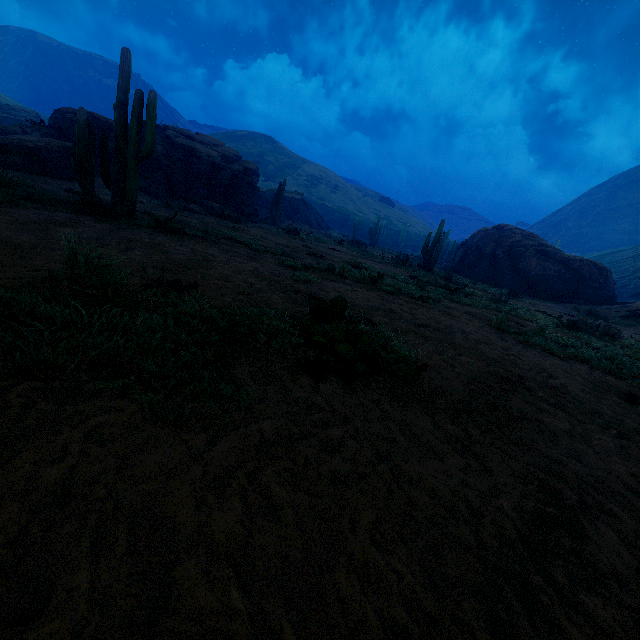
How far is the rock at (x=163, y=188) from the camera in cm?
1748

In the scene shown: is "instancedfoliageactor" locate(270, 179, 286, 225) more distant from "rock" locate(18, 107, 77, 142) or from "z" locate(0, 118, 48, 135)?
"z" locate(0, 118, 48, 135)

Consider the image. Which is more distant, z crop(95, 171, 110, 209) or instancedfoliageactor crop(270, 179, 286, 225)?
instancedfoliageactor crop(270, 179, 286, 225)

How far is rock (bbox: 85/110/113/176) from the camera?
17.3 meters

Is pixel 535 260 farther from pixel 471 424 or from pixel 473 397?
pixel 471 424

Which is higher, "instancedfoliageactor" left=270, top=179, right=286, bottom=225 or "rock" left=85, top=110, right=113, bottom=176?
"rock" left=85, top=110, right=113, bottom=176

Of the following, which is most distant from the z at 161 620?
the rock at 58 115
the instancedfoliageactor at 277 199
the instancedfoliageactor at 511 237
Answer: the instancedfoliageactor at 277 199

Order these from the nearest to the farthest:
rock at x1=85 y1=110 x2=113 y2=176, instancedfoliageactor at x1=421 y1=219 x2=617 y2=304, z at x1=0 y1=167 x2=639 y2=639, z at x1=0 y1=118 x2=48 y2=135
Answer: z at x1=0 y1=167 x2=639 y2=639 → rock at x1=85 y1=110 x2=113 y2=176 → z at x1=0 y1=118 x2=48 y2=135 → instancedfoliageactor at x1=421 y1=219 x2=617 y2=304
